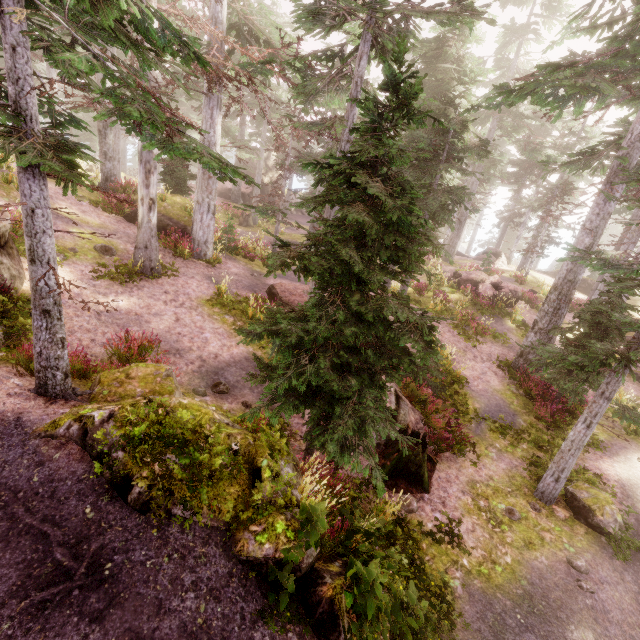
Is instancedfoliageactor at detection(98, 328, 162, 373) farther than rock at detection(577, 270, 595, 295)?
No

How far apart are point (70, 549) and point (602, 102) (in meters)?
17.96

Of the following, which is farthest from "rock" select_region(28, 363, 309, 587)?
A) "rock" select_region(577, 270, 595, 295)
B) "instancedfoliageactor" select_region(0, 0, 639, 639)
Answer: "rock" select_region(577, 270, 595, 295)

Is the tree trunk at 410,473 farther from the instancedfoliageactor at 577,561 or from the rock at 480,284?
the rock at 480,284

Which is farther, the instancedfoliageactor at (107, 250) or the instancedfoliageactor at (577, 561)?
the instancedfoliageactor at (107, 250)

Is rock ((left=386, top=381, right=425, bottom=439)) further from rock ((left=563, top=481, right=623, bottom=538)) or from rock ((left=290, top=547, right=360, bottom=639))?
rock ((left=290, top=547, right=360, bottom=639))

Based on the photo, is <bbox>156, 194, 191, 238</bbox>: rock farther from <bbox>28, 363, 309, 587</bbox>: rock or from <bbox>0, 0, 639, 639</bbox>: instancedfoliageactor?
<bbox>28, 363, 309, 587</bbox>: rock

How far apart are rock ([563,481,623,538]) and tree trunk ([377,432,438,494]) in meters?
3.5
